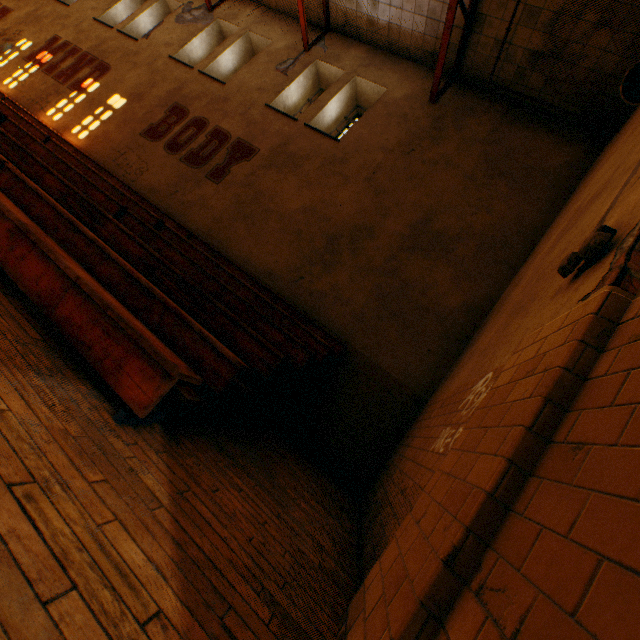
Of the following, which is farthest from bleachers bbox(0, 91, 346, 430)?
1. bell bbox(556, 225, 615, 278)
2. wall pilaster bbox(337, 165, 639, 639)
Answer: bell bbox(556, 225, 615, 278)

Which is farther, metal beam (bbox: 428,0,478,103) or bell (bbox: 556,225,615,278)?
metal beam (bbox: 428,0,478,103)

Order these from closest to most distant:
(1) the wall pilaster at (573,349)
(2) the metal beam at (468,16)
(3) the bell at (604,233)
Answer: (1) the wall pilaster at (573,349), (3) the bell at (604,233), (2) the metal beam at (468,16)

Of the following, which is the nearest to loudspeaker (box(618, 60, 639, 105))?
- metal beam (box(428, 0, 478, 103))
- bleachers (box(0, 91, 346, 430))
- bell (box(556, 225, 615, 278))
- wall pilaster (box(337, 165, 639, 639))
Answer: A: wall pilaster (box(337, 165, 639, 639))

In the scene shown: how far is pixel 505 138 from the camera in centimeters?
716cm

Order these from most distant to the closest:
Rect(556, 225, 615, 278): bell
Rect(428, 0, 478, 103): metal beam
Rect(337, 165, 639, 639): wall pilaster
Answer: Rect(428, 0, 478, 103): metal beam
Rect(556, 225, 615, 278): bell
Rect(337, 165, 639, 639): wall pilaster

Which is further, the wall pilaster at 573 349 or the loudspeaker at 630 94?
the loudspeaker at 630 94
